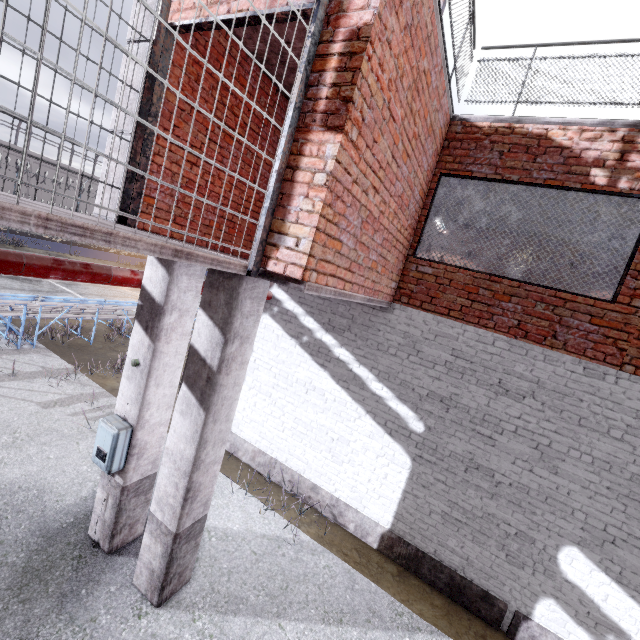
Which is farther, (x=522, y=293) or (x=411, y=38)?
(x=522, y=293)

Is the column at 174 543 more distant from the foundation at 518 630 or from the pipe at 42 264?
the foundation at 518 630

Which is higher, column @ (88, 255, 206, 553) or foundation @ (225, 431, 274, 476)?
column @ (88, 255, 206, 553)

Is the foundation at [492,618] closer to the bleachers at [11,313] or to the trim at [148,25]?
the trim at [148,25]

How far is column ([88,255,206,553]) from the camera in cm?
376

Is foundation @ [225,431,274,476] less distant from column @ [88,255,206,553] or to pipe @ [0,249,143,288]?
column @ [88,255,206,553]

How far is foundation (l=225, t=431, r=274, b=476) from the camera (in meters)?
6.54

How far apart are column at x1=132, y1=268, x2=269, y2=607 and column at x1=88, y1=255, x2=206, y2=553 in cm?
45
